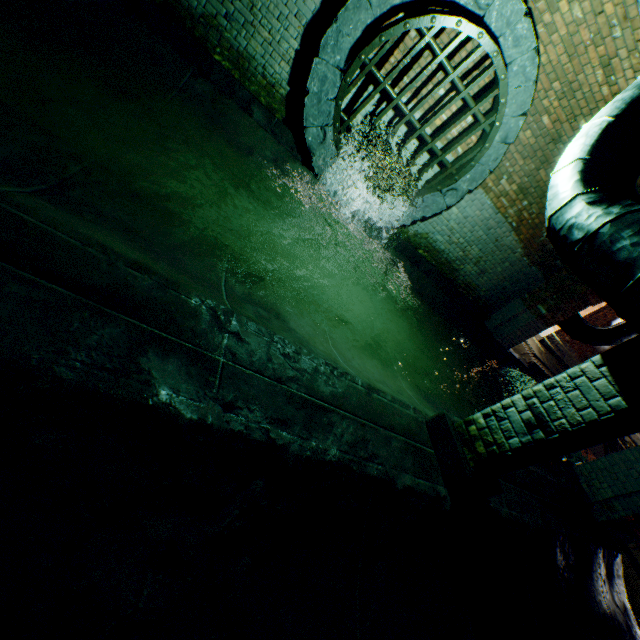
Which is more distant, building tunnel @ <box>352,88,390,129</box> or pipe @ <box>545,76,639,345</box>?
building tunnel @ <box>352,88,390,129</box>

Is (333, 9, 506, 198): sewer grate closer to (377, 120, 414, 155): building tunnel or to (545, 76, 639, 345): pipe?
(377, 120, 414, 155): building tunnel

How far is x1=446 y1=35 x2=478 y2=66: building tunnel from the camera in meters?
4.5 m

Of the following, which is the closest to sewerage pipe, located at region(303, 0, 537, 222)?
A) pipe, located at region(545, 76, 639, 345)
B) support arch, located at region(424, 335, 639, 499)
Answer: pipe, located at region(545, 76, 639, 345)

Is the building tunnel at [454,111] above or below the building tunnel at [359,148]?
above

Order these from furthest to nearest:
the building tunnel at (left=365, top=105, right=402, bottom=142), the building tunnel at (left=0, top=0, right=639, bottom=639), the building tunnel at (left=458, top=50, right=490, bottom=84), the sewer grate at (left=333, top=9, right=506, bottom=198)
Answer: the building tunnel at (left=365, top=105, right=402, bottom=142) → the building tunnel at (left=458, top=50, right=490, bottom=84) → the sewer grate at (left=333, top=9, right=506, bottom=198) → the building tunnel at (left=0, top=0, right=639, bottom=639)

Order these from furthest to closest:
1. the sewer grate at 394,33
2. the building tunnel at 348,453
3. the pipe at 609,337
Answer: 1. the sewer grate at 394,33
2. the pipe at 609,337
3. the building tunnel at 348,453

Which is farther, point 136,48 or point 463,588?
point 136,48
